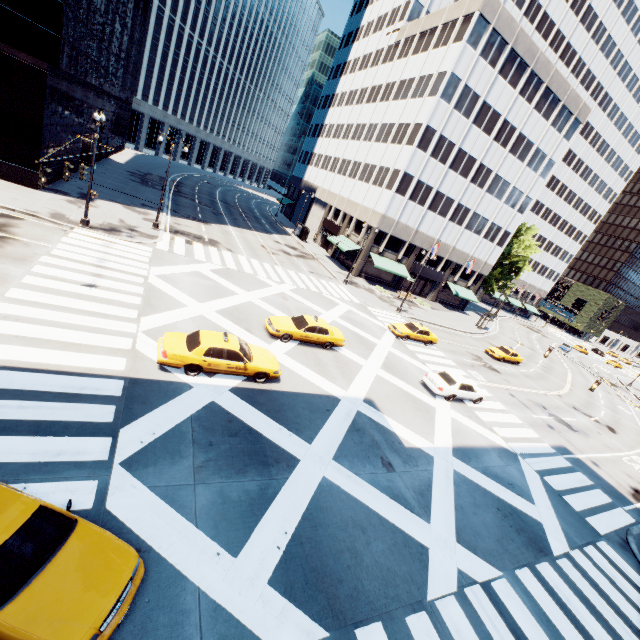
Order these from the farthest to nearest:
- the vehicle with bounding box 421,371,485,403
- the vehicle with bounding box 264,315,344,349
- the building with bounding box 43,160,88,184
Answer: the building with bounding box 43,160,88,184 → the vehicle with bounding box 421,371,485,403 → the vehicle with bounding box 264,315,344,349

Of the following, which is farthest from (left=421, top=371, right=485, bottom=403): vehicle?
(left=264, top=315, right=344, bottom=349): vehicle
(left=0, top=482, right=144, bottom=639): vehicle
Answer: (left=0, top=482, right=144, bottom=639): vehicle

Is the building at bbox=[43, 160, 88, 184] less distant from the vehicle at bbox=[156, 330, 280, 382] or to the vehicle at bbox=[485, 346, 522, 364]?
the vehicle at bbox=[156, 330, 280, 382]

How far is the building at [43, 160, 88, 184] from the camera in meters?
25.9 m

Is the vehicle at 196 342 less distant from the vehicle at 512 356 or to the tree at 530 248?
the tree at 530 248

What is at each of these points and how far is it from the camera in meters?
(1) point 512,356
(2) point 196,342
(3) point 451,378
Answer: (1) vehicle, 36.4 m
(2) vehicle, 13.1 m
(3) vehicle, 21.1 m

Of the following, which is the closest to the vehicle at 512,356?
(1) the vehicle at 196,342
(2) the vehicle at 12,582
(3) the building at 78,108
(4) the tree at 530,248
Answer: (4) the tree at 530,248

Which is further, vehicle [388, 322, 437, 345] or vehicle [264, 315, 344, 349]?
vehicle [388, 322, 437, 345]
